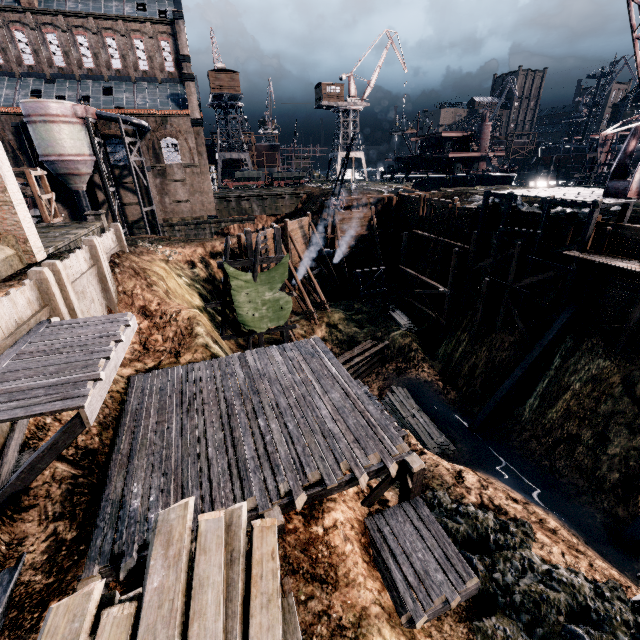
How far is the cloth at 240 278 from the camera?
22.0m

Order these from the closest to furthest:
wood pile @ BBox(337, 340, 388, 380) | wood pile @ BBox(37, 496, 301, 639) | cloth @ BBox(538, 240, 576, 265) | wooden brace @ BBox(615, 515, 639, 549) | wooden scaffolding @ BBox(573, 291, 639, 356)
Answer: wood pile @ BBox(37, 496, 301, 639), wooden brace @ BBox(615, 515, 639, 549), wooden scaffolding @ BBox(573, 291, 639, 356), cloth @ BBox(538, 240, 576, 265), wood pile @ BBox(337, 340, 388, 380)

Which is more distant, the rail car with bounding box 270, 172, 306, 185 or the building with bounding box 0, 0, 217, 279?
the rail car with bounding box 270, 172, 306, 185

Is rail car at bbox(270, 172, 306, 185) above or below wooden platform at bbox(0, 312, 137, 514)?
above

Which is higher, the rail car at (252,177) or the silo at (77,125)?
the silo at (77,125)

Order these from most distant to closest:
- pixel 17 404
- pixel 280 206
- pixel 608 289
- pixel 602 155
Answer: pixel 280 206, pixel 602 155, pixel 608 289, pixel 17 404

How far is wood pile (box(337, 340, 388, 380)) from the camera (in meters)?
28.03

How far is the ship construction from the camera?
42.0m
